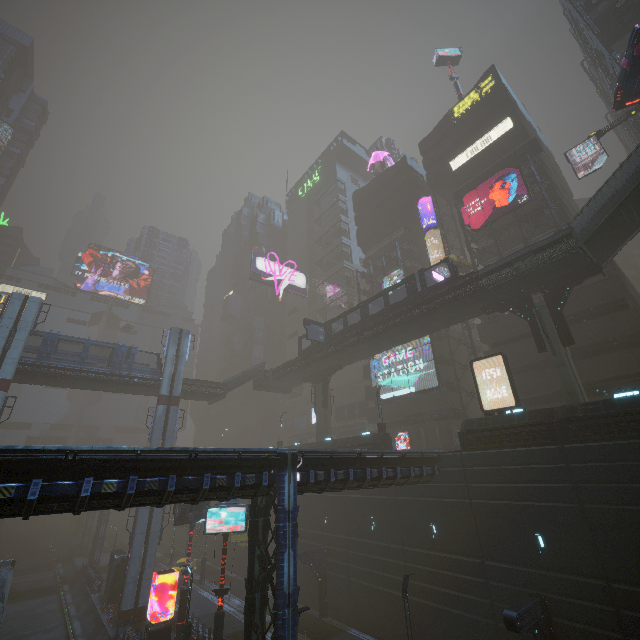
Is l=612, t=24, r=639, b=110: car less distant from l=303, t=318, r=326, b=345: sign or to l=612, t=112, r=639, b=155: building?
l=612, t=112, r=639, b=155: building

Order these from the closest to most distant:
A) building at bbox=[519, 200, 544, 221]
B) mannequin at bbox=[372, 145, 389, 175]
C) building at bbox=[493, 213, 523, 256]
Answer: building at bbox=[519, 200, 544, 221]
building at bbox=[493, 213, 523, 256]
mannequin at bbox=[372, 145, 389, 175]

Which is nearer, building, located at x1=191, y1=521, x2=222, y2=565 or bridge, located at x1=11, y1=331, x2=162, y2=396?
bridge, located at x1=11, y1=331, x2=162, y2=396

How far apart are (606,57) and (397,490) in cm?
4510

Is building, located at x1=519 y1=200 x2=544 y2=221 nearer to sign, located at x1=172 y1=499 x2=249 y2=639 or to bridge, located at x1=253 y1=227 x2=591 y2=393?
sign, located at x1=172 y1=499 x2=249 y2=639

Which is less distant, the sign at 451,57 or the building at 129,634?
the building at 129,634

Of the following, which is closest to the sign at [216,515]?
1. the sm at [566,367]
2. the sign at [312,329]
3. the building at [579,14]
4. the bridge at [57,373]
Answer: the building at [579,14]

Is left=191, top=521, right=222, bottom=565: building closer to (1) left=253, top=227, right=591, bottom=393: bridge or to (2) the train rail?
(2) the train rail
